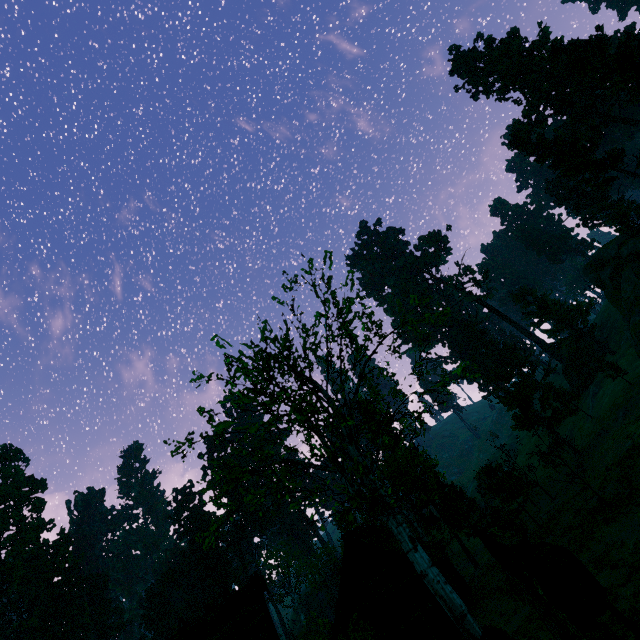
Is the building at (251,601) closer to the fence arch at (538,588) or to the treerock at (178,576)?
the treerock at (178,576)

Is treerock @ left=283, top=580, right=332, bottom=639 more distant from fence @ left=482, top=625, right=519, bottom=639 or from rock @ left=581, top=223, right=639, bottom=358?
rock @ left=581, top=223, right=639, bottom=358

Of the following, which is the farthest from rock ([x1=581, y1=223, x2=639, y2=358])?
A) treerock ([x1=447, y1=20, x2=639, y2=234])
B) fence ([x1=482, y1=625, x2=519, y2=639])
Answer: fence ([x1=482, y1=625, x2=519, y2=639])

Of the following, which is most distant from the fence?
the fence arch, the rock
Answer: the rock

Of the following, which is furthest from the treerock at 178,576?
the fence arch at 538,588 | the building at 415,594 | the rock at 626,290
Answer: the fence arch at 538,588

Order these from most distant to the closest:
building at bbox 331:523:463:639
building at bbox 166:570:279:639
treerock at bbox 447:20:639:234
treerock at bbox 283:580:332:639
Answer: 1. treerock at bbox 447:20:639:234
2. building at bbox 331:523:463:639
3. treerock at bbox 283:580:332:639
4. building at bbox 166:570:279:639

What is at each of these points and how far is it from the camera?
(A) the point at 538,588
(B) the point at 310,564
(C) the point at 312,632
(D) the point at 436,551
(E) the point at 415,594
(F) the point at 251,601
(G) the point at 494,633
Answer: (A) fence arch, 4.7m
(B) treerock, 53.0m
(C) treerock, 43.5m
(D) building, 25.0m
(E) building, 20.8m
(F) building, 14.1m
(G) fence, 11.0m

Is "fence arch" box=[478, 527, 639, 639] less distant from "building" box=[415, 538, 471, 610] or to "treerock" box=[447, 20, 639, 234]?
"treerock" box=[447, 20, 639, 234]
